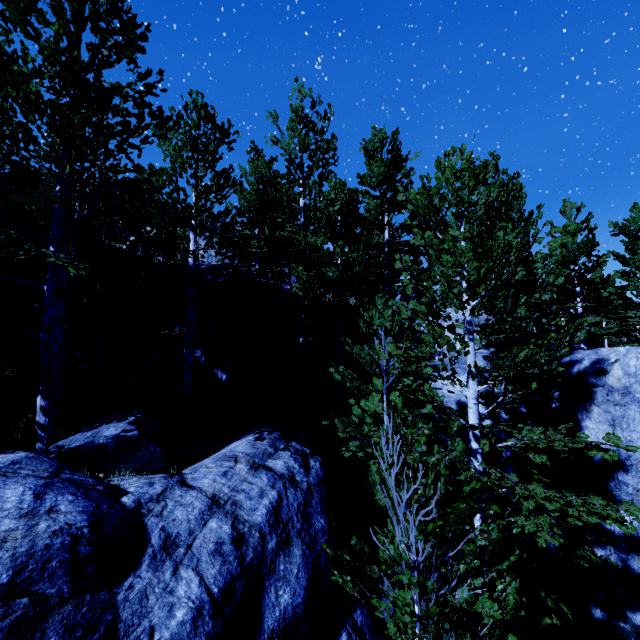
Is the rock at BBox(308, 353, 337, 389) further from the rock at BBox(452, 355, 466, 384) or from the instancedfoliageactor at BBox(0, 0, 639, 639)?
the rock at BBox(452, 355, 466, 384)

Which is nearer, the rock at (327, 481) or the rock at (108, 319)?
the rock at (327, 481)

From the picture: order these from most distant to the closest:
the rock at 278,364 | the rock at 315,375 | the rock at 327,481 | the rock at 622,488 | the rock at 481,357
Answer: the rock at 315,375 → the rock at 278,364 → the rock at 481,357 → the rock at 622,488 → the rock at 327,481

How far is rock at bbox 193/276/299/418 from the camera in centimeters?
1033cm

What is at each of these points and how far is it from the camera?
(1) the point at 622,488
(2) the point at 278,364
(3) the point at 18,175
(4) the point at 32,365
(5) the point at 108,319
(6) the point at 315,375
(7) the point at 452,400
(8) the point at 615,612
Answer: (1) rock, 6.36m
(2) rock, 12.23m
(3) rock, 25.56m
(4) rock, 8.88m
(5) rock, 9.54m
(6) rock, 12.53m
(7) rock, 8.85m
(8) rock, 6.36m

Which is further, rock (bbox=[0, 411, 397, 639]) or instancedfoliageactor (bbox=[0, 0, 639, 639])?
instancedfoliageactor (bbox=[0, 0, 639, 639])

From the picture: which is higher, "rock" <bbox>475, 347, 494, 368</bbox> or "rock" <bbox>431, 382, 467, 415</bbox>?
"rock" <bbox>475, 347, 494, 368</bbox>

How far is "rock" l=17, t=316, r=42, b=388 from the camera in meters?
8.9 m
